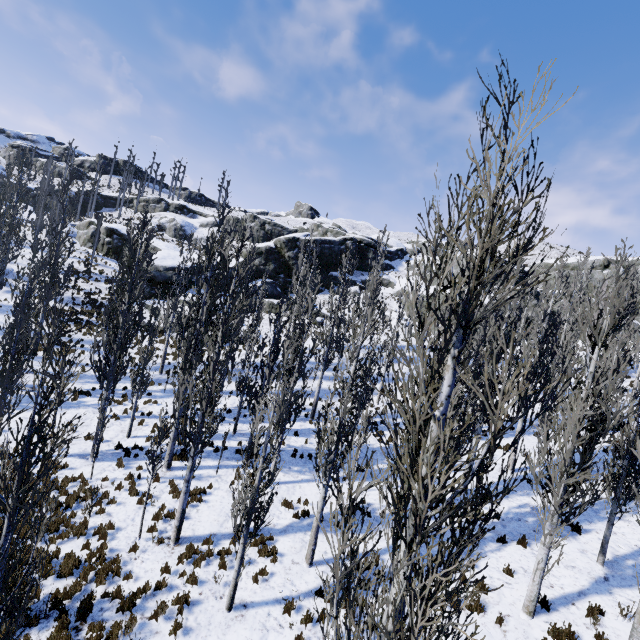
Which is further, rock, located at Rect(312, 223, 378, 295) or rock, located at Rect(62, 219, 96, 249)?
rock, located at Rect(312, 223, 378, 295)

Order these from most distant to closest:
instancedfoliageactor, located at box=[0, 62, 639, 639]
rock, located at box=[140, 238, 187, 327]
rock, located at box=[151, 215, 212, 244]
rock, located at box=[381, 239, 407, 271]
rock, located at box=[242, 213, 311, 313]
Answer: rock, located at box=[151, 215, 212, 244], rock, located at box=[381, 239, 407, 271], rock, located at box=[242, 213, 311, 313], rock, located at box=[140, 238, 187, 327], instancedfoliageactor, located at box=[0, 62, 639, 639]

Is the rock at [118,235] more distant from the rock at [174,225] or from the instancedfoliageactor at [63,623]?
the rock at [174,225]

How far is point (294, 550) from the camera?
10.8m

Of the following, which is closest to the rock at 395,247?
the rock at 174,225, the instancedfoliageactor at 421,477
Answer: the instancedfoliageactor at 421,477

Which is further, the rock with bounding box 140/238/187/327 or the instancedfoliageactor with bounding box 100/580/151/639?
the rock with bounding box 140/238/187/327

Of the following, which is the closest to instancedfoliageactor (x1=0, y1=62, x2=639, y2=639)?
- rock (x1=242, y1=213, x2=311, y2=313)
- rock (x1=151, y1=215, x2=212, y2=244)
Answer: rock (x1=242, y1=213, x2=311, y2=313)
